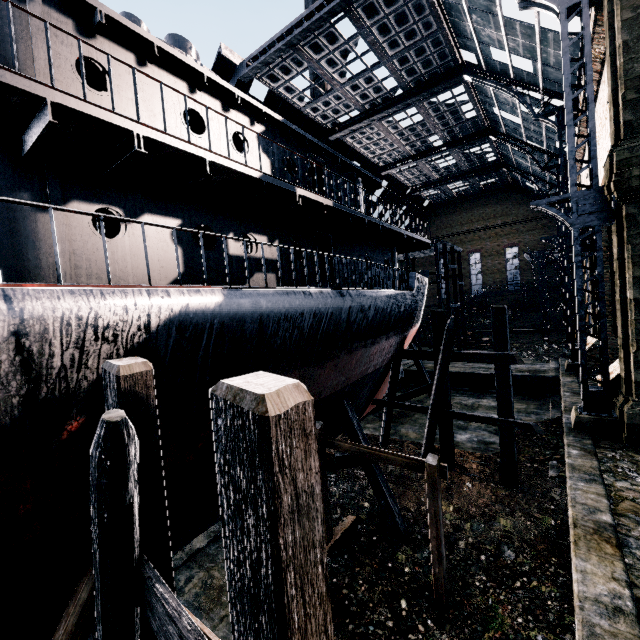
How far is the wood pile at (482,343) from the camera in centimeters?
3631cm

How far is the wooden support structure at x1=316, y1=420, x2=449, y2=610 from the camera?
8.35m

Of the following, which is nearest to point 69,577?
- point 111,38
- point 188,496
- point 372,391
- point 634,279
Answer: point 188,496

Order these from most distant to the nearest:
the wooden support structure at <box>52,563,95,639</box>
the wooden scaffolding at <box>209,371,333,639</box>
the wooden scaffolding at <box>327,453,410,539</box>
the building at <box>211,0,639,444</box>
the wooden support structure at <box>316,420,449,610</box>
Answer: the building at <box>211,0,639,444</box>
the wooden scaffolding at <box>327,453,410,539</box>
the wooden support structure at <box>316,420,449,610</box>
the wooden support structure at <box>52,563,95,639</box>
the wooden scaffolding at <box>209,371,333,639</box>

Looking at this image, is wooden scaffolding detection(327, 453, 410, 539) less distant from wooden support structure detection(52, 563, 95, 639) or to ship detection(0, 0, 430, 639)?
ship detection(0, 0, 430, 639)

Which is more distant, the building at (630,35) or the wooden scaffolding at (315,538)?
the building at (630,35)

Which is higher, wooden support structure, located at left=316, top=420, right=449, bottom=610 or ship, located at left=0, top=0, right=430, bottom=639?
ship, located at left=0, top=0, right=430, bottom=639

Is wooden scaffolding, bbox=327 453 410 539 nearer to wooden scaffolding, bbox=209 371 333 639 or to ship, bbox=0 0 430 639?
ship, bbox=0 0 430 639
